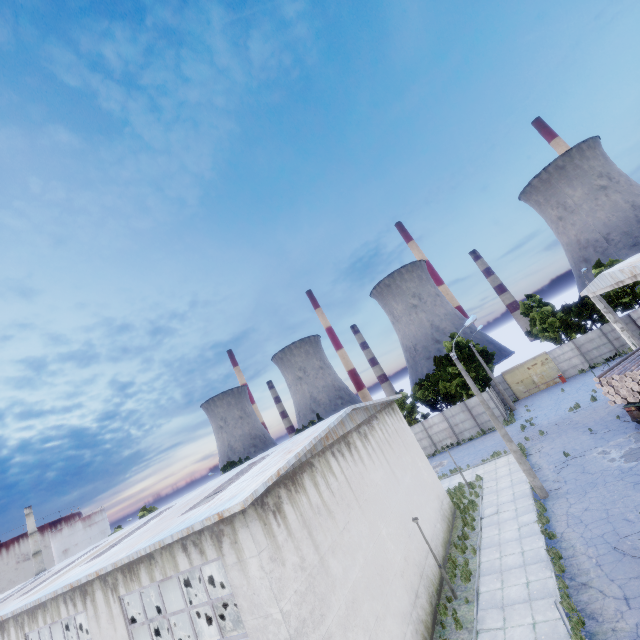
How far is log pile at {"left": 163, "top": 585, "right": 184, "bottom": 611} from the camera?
29.39m

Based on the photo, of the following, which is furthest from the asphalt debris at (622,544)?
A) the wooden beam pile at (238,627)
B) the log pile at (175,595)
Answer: the log pile at (175,595)

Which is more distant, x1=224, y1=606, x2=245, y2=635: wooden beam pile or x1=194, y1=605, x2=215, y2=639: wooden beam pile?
x1=194, y1=605, x2=215, y2=639: wooden beam pile

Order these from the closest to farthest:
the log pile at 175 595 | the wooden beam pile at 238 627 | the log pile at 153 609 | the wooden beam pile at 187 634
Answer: the wooden beam pile at 238 627, the wooden beam pile at 187 634, the log pile at 153 609, the log pile at 175 595

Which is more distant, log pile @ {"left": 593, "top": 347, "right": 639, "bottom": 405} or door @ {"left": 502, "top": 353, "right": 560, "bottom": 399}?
door @ {"left": 502, "top": 353, "right": 560, "bottom": 399}

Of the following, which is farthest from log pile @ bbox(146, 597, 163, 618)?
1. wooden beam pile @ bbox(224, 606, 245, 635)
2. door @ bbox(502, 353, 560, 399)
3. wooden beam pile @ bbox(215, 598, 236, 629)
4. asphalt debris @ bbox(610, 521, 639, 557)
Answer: door @ bbox(502, 353, 560, 399)

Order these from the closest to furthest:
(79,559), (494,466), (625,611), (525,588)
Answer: (625,611) → (525,588) → (79,559) → (494,466)

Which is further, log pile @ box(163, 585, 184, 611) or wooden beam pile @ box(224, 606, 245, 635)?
log pile @ box(163, 585, 184, 611)
